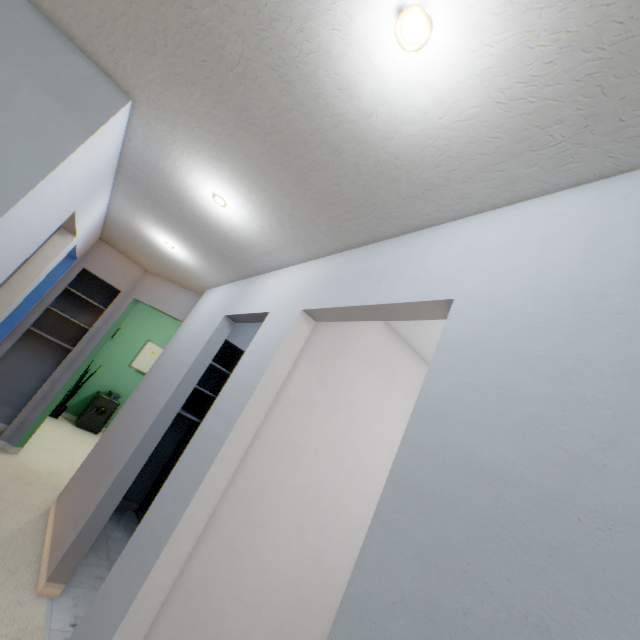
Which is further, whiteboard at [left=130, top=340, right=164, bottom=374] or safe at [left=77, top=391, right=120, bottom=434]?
whiteboard at [left=130, top=340, right=164, bottom=374]

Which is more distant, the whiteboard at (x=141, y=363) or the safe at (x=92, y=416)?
the whiteboard at (x=141, y=363)

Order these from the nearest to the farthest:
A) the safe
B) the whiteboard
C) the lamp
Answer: the lamp, the safe, the whiteboard

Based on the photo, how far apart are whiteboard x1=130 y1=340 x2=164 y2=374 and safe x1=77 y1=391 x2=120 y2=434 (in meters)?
0.74

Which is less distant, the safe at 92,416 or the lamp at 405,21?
the lamp at 405,21

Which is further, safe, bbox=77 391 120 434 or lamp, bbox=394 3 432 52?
safe, bbox=77 391 120 434

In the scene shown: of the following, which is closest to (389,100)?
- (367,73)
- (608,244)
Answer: (367,73)

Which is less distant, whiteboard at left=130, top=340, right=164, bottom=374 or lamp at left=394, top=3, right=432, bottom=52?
lamp at left=394, top=3, right=432, bottom=52
